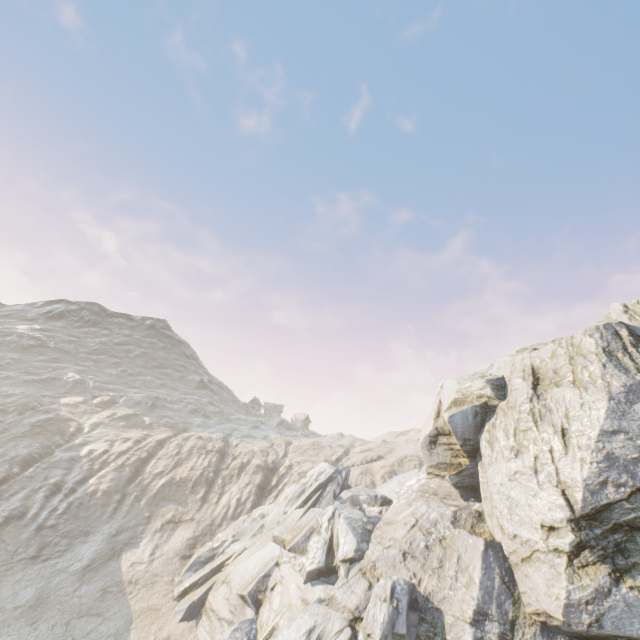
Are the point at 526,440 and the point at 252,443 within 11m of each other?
no
